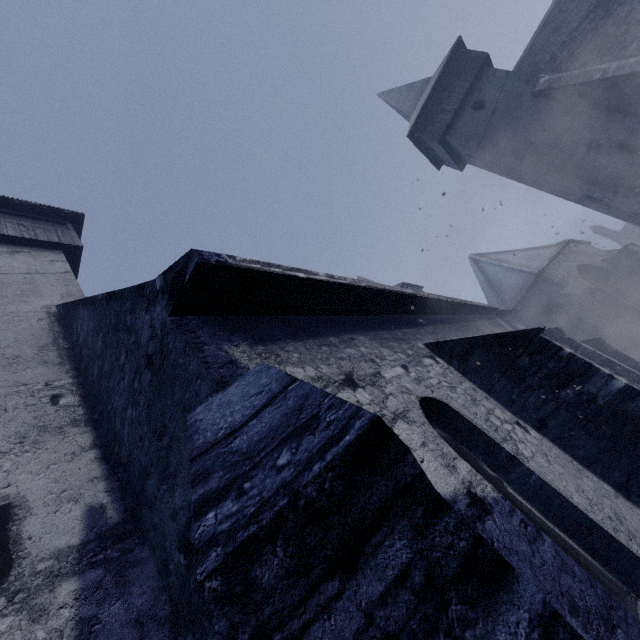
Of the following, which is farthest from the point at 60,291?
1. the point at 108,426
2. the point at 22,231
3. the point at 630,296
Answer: the point at 630,296
